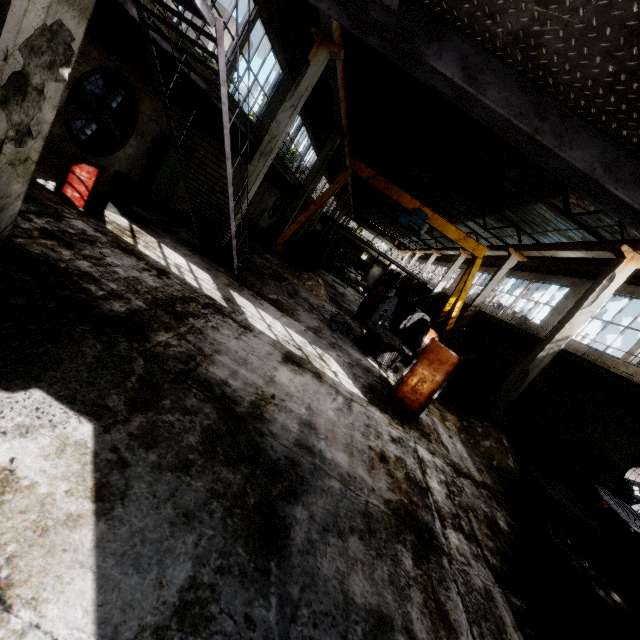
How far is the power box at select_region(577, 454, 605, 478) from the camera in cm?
1052

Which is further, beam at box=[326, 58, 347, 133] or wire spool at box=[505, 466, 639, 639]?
beam at box=[326, 58, 347, 133]

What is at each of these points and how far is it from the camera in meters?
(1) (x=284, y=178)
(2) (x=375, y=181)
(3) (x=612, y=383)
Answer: (1) elevated walkway, 20.1 m
(2) crane, 18.4 m
(3) elevated walkway, 11.4 m

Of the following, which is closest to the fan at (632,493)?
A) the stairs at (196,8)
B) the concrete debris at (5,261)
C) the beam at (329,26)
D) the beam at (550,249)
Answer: the beam at (550,249)

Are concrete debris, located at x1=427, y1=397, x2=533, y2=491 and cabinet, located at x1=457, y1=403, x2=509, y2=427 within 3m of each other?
yes

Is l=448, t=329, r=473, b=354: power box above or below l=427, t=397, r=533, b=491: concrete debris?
above

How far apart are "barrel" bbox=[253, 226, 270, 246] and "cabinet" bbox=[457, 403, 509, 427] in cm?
1305

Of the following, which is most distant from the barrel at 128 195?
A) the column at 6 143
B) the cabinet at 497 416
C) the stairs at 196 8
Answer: the cabinet at 497 416
